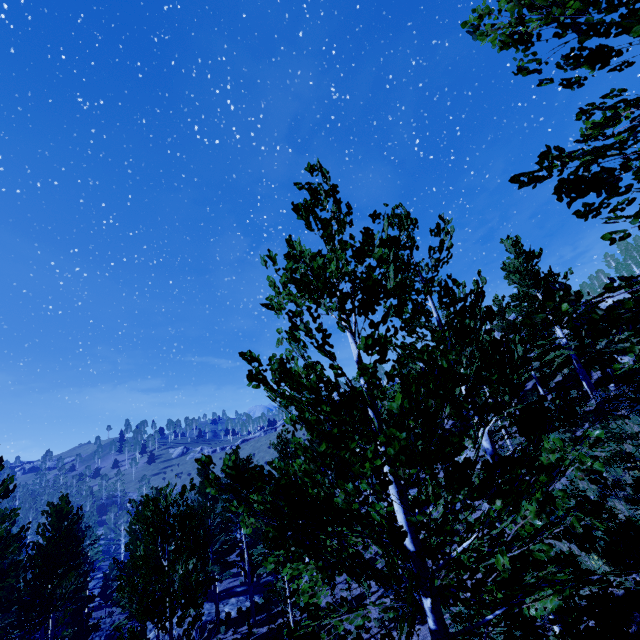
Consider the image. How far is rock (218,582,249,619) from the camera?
25.0 meters

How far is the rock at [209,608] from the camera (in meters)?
23.67

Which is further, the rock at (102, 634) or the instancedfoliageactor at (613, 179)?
the rock at (102, 634)

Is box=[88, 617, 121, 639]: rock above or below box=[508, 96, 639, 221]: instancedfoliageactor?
below

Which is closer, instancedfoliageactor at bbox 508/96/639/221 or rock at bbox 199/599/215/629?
instancedfoliageactor at bbox 508/96/639/221

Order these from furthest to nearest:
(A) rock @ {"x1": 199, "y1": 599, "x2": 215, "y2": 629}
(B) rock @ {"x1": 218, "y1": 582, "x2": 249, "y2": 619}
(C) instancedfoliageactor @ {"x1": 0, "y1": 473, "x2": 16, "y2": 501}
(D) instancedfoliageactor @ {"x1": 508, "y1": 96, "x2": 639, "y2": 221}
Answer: (B) rock @ {"x1": 218, "y1": 582, "x2": 249, "y2": 619}
(A) rock @ {"x1": 199, "y1": 599, "x2": 215, "y2": 629}
(C) instancedfoliageactor @ {"x1": 0, "y1": 473, "x2": 16, "y2": 501}
(D) instancedfoliageactor @ {"x1": 508, "y1": 96, "x2": 639, "y2": 221}

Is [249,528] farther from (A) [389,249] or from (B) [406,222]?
(B) [406,222]
